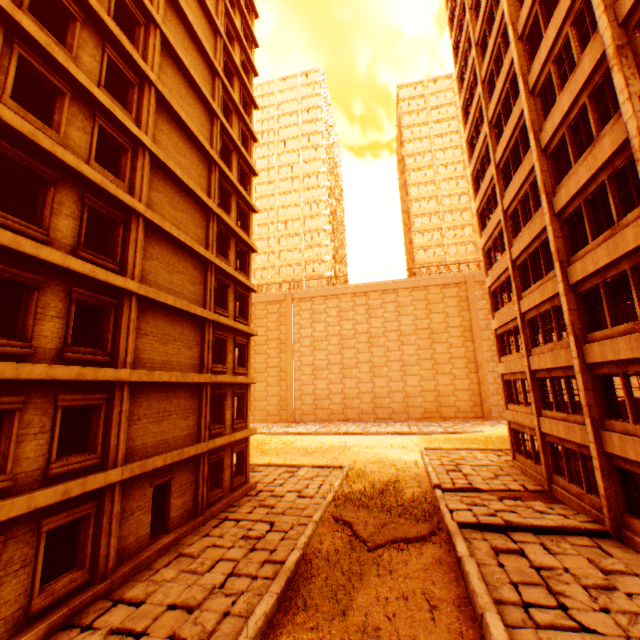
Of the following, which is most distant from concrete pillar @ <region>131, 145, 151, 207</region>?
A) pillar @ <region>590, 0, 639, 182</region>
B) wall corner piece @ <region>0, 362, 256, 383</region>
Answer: pillar @ <region>590, 0, 639, 182</region>

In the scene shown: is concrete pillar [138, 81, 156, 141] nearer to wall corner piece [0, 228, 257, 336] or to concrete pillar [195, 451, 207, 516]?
wall corner piece [0, 228, 257, 336]

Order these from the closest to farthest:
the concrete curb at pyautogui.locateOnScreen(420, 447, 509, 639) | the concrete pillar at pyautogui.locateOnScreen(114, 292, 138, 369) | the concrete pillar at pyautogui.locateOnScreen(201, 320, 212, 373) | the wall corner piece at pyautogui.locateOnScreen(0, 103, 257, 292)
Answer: the concrete curb at pyautogui.locateOnScreen(420, 447, 509, 639) → the wall corner piece at pyautogui.locateOnScreen(0, 103, 257, 292) → the concrete pillar at pyautogui.locateOnScreen(114, 292, 138, 369) → the concrete pillar at pyautogui.locateOnScreen(201, 320, 212, 373)

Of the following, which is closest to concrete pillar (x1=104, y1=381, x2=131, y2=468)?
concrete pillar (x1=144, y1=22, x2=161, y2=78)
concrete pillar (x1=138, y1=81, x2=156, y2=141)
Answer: concrete pillar (x1=138, y1=81, x2=156, y2=141)

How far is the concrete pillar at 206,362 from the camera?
15.59m

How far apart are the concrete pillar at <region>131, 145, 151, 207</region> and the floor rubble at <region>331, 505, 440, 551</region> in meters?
14.8

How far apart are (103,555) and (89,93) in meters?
14.4 m

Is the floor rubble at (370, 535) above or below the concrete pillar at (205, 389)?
below
